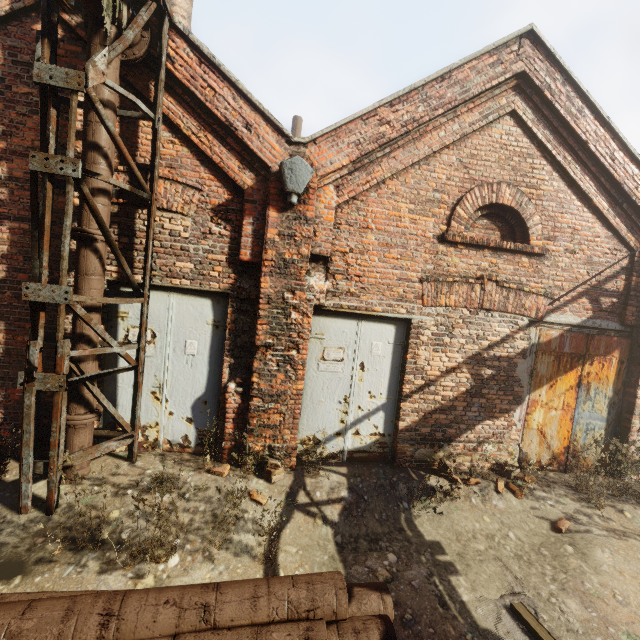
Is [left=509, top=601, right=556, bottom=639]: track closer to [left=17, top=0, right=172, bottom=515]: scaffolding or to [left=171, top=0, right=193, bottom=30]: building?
[left=17, top=0, right=172, bottom=515]: scaffolding

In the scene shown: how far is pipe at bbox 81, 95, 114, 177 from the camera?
3.8m

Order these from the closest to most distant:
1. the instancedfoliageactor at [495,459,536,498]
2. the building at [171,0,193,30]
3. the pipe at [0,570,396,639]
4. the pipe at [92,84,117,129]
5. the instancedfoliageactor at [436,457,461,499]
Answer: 1. the pipe at [0,570,396,639]
2. the pipe at [92,84,117,129]
3. the instancedfoliageactor at [436,457,461,499]
4. the instancedfoliageactor at [495,459,536,498]
5. the building at [171,0,193,30]

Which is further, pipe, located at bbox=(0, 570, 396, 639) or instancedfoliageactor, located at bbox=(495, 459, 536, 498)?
instancedfoliageactor, located at bbox=(495, 459, 536, 498)

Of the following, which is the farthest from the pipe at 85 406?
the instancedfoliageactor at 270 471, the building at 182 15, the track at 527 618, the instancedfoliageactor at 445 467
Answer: the building at 182 15

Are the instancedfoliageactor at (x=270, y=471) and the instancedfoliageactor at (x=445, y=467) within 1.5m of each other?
no

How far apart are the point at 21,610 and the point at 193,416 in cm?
297
